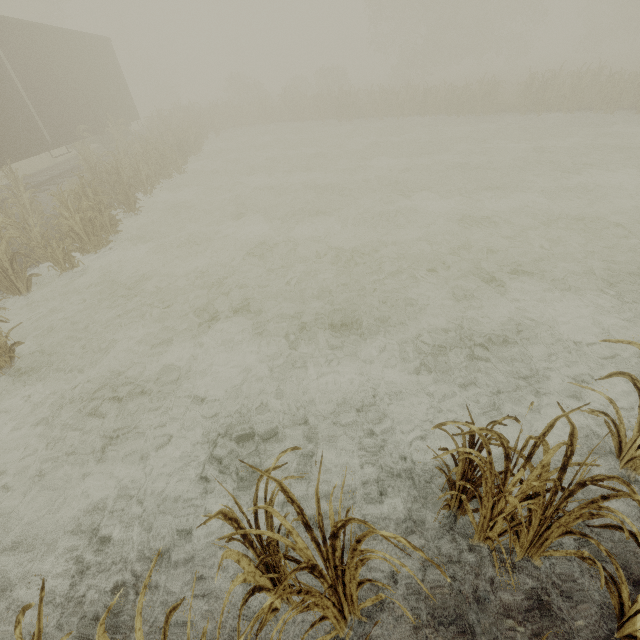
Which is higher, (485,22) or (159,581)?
(485,22)

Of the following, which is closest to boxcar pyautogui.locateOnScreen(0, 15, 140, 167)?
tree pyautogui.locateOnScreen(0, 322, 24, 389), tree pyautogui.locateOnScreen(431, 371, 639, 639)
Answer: tree pyautogui.locateOnScreen(0, 322, 24, 389)

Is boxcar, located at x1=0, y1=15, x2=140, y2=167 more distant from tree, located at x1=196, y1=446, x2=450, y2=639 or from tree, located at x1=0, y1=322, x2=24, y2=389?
tree, located at x1=196, y1=446, x2=450, y2=639

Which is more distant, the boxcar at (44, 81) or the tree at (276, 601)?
the boxcar at (44, 81)

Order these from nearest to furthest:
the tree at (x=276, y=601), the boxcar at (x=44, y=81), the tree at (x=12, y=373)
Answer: the tree at (x=276, y=601) → the tree at (x=12, y=373) → the boxcar at (x=44, y=81)

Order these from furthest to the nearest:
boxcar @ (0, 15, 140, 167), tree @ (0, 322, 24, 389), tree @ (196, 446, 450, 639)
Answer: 1. boxcar @ (0, 15, 140, 167)
2. tree @ (0, 322, 24, 389)
3. tree @ (196, 446, 450, 639)

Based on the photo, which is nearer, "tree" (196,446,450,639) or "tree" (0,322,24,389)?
"tree" (196,446,450,639)
